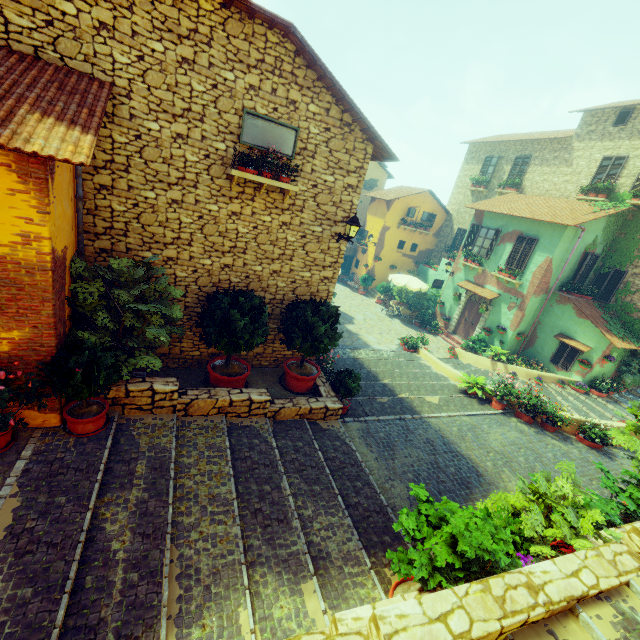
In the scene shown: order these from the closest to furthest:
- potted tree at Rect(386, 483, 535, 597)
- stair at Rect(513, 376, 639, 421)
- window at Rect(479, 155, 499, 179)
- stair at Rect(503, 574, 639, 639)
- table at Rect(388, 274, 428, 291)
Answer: stair at Rect(503, 574, 639, 639) < potted tree at Rect(386, 483, 535, 597) < stair at Rect(513, 376, 639, 421) < table at Rect(388, 274, 428, 291) < window at Rect(479, 155, 499, 179)

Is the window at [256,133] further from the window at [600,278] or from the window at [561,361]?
the window at [600,278]

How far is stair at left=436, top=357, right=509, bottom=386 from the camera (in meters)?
14.77

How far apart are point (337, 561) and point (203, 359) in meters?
5.7

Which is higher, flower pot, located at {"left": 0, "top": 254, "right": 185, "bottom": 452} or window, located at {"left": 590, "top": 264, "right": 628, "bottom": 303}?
window, located at {"left": 590, "top": 264, "right": 628, "bottom": 303}

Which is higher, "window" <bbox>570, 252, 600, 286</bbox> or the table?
"window" <bbox>570, 252, 600, 286</bbox>

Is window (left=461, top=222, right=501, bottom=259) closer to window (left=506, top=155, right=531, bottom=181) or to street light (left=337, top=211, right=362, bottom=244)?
window (left=506, top=155, right=531, bottom=181)

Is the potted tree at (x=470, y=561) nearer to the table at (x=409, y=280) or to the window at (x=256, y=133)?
the window at (x=256, y=133)
